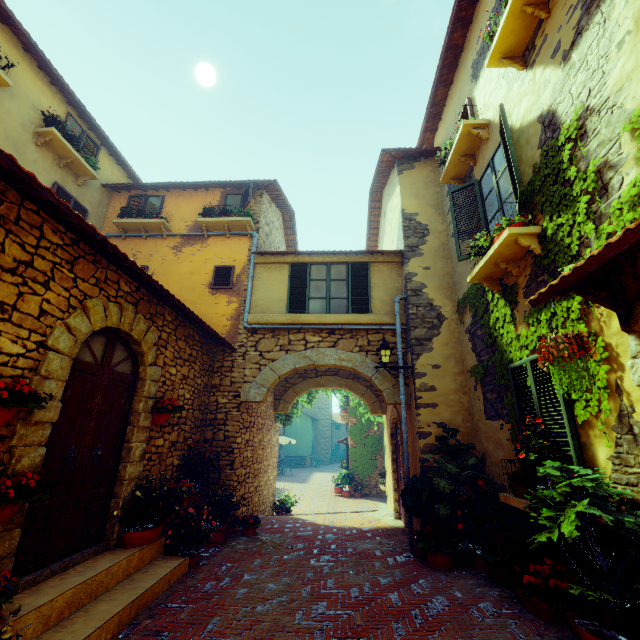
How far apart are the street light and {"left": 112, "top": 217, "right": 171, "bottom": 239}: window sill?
6.85m

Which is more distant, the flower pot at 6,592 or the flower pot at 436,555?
the flower pot at 436,555

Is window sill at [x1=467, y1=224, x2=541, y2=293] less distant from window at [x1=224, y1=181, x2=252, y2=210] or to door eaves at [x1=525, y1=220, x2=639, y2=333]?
window at [x1=224, y1=181, x2=252, y2=210]

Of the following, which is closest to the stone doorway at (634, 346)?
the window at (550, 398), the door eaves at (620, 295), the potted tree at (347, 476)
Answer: the door eaves at (620, 295)

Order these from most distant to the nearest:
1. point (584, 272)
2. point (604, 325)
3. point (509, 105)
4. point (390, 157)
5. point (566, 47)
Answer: point (390, 157) < point (509, 105) < point (566, 47) < point (604, 325) < point (584, 272)

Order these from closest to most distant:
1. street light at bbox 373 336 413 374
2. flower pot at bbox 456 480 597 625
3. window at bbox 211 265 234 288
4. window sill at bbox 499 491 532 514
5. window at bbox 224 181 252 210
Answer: flower pot at bbox 456 480 597 625, window sill at bbox 499 491 532 514, street light at bbox 373 336 413 374, window at bbox 211 265 234 288, window at bbox 224 181 252 210

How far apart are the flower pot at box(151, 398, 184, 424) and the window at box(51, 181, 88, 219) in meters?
5.5

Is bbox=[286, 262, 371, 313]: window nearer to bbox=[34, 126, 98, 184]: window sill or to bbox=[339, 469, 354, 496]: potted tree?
bbox=[34, 126, 98, 184]: window sill
